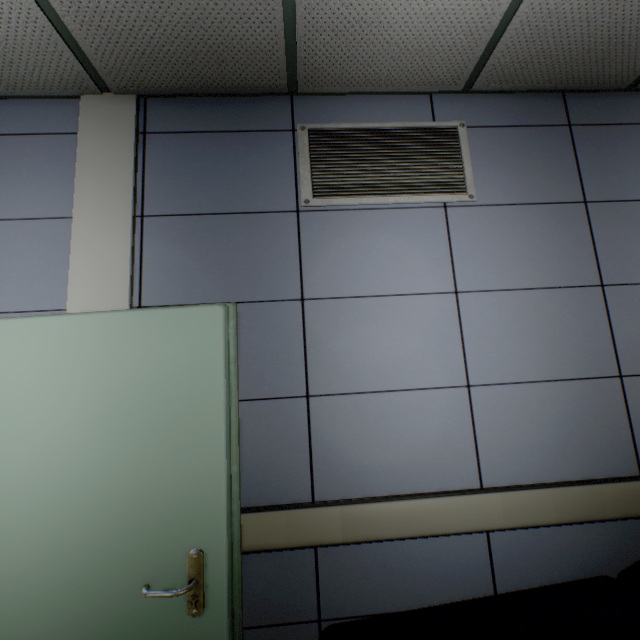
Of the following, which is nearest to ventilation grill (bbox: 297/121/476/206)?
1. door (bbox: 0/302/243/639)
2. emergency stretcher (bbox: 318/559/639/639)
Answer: door (bbox: 0/302/243/639)

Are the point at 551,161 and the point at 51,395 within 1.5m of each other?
no

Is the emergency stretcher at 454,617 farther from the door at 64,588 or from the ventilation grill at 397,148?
the ventilation grill at 397,148

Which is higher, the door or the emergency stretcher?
the door

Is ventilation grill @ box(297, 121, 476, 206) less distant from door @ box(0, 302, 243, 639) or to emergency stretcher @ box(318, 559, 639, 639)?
door @ box(0, 302, 243, 639)

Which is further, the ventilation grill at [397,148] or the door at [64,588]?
the ventilation grill at [397,148]
